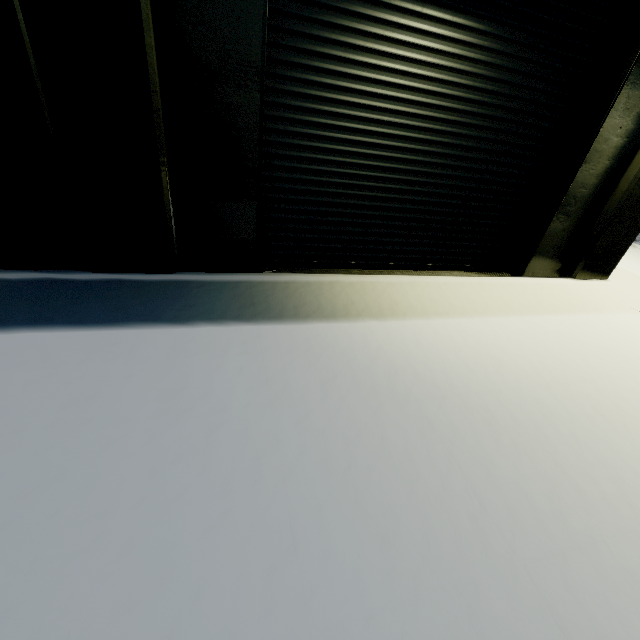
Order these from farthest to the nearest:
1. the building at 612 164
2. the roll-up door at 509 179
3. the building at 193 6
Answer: the building at 612 164
the roll-up door at 509 179
the building at 193 6

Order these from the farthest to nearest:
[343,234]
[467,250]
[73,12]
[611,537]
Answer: [467,250]
[343,234]
[73,12]
[611,537]

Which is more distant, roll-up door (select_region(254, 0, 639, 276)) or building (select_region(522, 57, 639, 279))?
building (select_region(522, 57, 639, 279))

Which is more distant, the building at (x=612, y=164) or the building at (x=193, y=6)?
the building at (x=612, y=164)

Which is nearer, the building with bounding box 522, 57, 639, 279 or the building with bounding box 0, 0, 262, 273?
the building with bounding box 0, 0, 262, 273

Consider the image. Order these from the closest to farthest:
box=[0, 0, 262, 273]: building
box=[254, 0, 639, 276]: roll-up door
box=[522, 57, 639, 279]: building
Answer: box=[0, 0, 262, 273]: building
box=[254, 0, 639, 276]: roll-up door
box=[522, 57, 639, 279]: building
